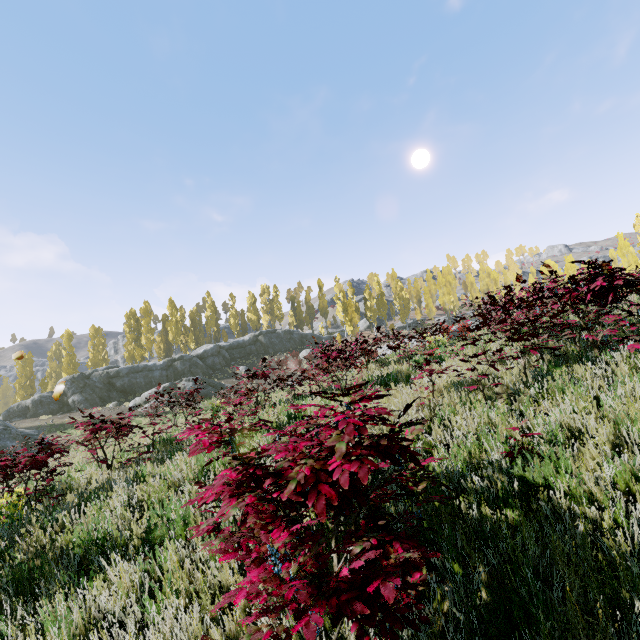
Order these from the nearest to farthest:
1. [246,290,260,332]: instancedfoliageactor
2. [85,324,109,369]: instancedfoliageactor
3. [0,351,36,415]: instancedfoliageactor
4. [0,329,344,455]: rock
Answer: [0,329,344,455]: rock < [0,351,36,415]: instancedfoliageactor < [85,324,109,369]: instancedfoliageactor < [246,290,260,332]: instancedfoliageactor

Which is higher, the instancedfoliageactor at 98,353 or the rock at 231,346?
the instancedfoliageactor at 98,353

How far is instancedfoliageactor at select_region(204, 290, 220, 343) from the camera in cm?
4978

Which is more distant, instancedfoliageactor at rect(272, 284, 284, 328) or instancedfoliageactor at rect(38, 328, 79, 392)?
instancedfoliageactor at rect(272, 284, 284, 328)

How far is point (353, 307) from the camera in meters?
51.2

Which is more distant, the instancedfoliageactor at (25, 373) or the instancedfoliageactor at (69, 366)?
the instancedfoliageactor at (25, 373)
